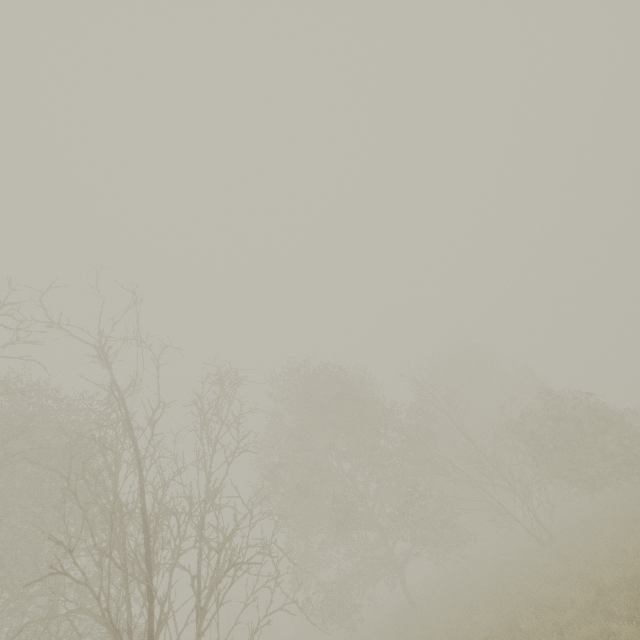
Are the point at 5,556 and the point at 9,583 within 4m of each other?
yes
